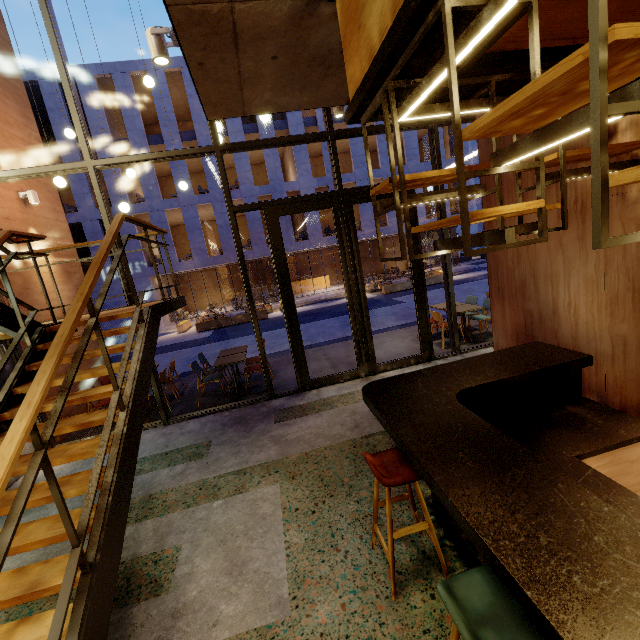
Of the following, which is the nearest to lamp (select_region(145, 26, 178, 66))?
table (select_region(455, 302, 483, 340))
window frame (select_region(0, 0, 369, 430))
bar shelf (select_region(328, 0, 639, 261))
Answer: bar shelf (select_region(328, 0, 639, 261))

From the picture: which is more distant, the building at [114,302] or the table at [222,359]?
the building at [114,302]

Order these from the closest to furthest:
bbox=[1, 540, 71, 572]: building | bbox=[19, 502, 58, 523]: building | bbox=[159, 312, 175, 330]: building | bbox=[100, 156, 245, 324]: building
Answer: bbox=[1, 540, 71, 572]: building → bbox=[19, 502, 58, 523]: building → bbox=[100, 156, 245, 324]: building → bbox=[159, 312, 175, 330]: building

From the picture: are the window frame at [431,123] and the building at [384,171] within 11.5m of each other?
no

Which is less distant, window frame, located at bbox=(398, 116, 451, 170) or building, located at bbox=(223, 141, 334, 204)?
window frame, located at bbox=(398, 116, 451, 170)

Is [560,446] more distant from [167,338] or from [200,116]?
[200,116]

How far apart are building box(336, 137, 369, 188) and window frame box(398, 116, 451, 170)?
16.8m

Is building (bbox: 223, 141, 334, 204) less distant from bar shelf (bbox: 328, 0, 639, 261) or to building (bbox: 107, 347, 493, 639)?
building (bbox: 107, 347, 493, 639)
